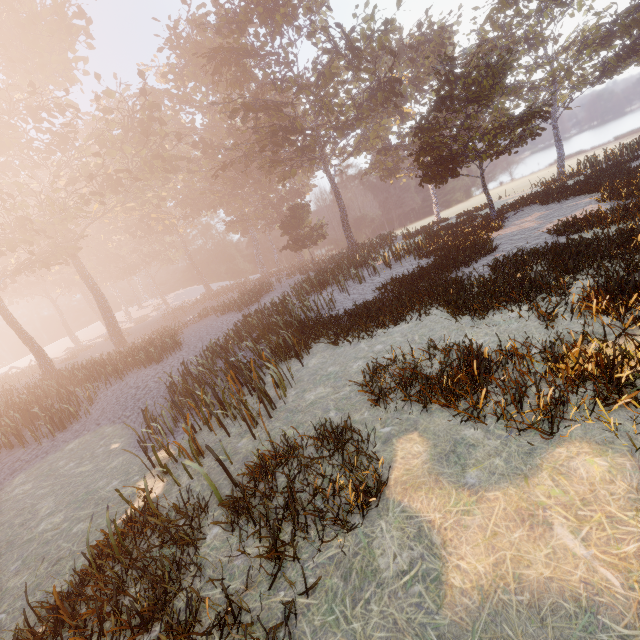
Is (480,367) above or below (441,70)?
below
